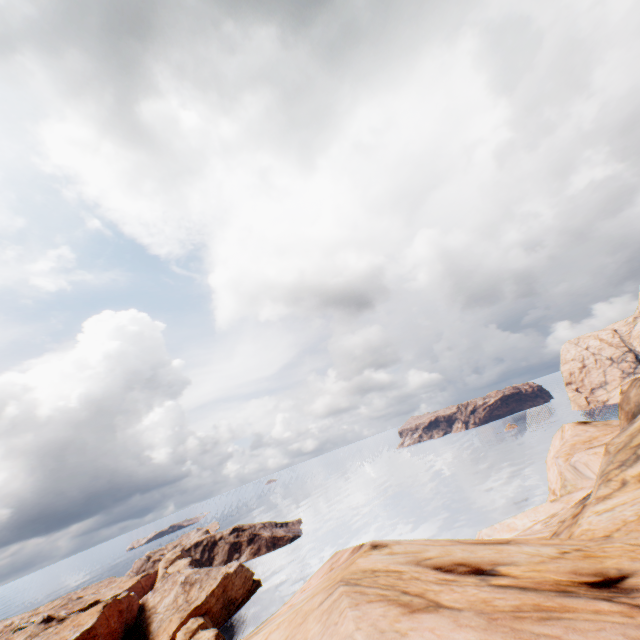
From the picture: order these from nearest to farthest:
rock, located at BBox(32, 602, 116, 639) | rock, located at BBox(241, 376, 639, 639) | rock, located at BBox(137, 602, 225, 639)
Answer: rock, located at BBox(241, 376, 639, 639), rock, located at BBox(137, 602, 225, 639), rock, located at BBox(32, 602, 116, 639)

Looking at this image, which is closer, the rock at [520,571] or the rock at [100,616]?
the rock at [520,571]

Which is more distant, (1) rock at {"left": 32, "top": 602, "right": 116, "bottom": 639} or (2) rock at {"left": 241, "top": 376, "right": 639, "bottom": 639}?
(1) rock at {"left": 32, "top": 602, "right": 116, "bottom": 639}

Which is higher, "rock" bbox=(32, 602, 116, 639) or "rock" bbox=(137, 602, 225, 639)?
"rock" bbox=(32, 602, 116, 639)

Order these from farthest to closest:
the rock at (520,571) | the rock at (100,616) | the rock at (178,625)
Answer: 1. the rock at (100,616)
2. the rock at (178,625)
3. the rock at (520,571)

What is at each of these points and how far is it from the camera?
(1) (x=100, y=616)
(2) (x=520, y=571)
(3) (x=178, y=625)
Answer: (1) rock, 56.1 meters
(2) rock, 4.6 meters
(3) rock, 56.0 meters
